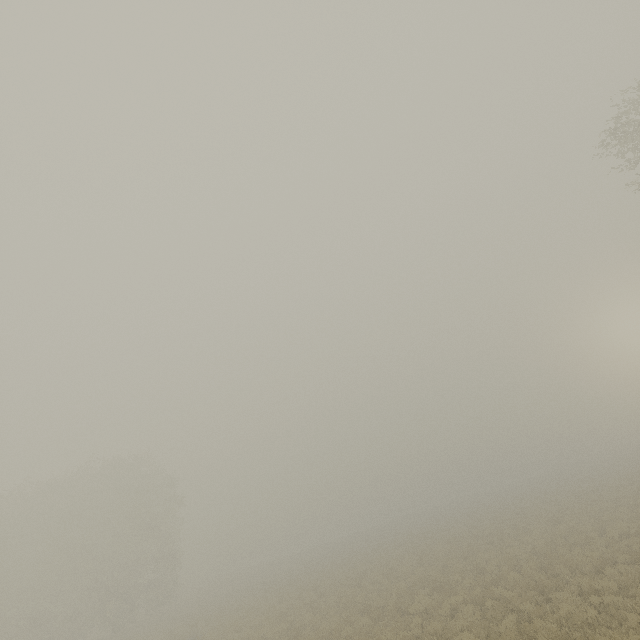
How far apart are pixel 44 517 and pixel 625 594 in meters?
47.8 m
